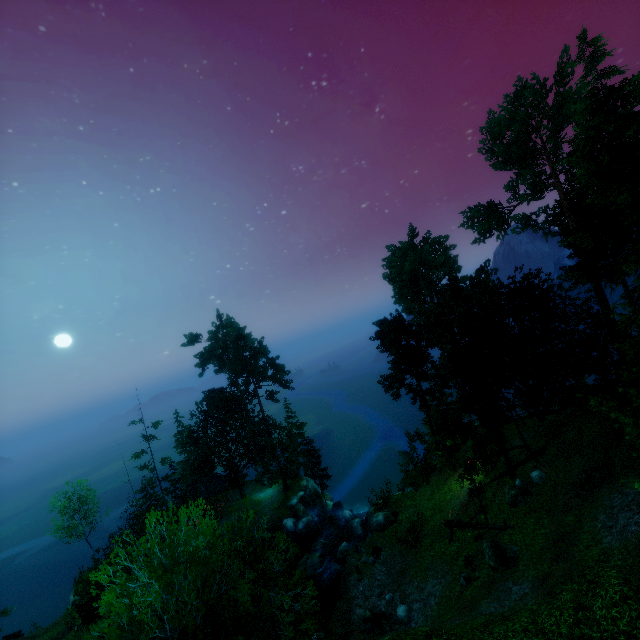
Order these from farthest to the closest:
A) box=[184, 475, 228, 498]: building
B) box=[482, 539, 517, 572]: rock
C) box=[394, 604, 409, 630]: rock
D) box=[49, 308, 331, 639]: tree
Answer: box=[184, 475, 228, 498]: building < box=[394, 604, 409, 630]: rock < box=[482, 539, 517, 572]: rock < box=[49, 308, 331, 639]: tree

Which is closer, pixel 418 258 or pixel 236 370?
pixel 418 258

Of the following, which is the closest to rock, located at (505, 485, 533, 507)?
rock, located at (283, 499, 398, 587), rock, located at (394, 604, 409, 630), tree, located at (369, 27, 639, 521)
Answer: tree, located at (369, 27, 639, 521)

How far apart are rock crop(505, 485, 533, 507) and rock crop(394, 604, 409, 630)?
9.0m

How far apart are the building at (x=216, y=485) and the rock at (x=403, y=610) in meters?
27.6

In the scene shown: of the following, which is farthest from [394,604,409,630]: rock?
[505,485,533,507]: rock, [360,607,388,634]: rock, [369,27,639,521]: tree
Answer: [505,485,533,507]: rock

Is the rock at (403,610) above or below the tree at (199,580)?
below

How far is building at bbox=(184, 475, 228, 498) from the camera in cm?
4086
